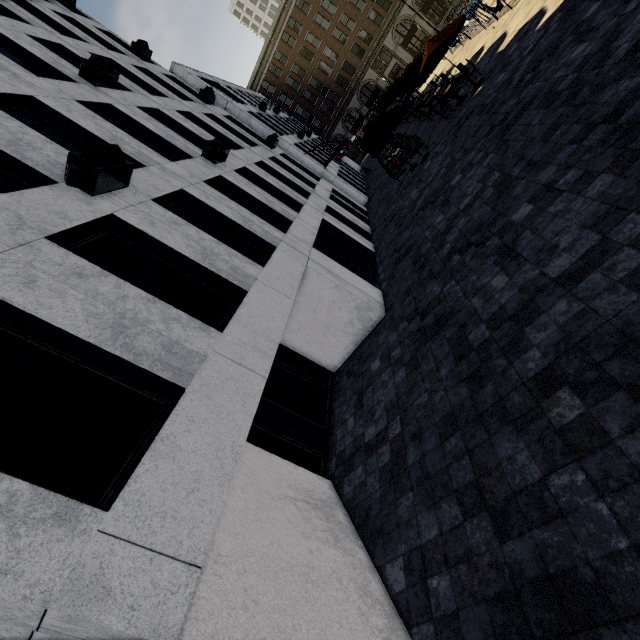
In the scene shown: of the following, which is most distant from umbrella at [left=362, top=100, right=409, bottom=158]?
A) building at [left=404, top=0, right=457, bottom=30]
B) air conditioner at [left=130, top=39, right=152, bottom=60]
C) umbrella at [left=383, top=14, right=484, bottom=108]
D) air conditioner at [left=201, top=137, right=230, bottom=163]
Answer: building at [left=404, top=0, right=457, bottom=30]

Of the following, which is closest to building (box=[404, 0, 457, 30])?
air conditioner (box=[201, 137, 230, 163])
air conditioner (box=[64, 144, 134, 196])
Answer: air conditioner (box=[201, 137, 230, 163])

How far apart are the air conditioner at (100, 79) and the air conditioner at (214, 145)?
3.5 meters

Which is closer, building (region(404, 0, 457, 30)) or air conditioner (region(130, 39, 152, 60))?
air conditioner (region(130, 39, 152, 60))

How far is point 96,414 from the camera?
3.8m

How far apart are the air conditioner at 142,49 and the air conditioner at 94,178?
14.93m

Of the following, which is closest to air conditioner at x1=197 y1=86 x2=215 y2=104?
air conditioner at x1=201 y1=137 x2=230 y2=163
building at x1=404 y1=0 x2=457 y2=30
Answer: air conditioner at x1=201 y1=137 x2=230 y2=163

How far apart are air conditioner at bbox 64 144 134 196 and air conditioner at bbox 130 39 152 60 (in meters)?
14.93
